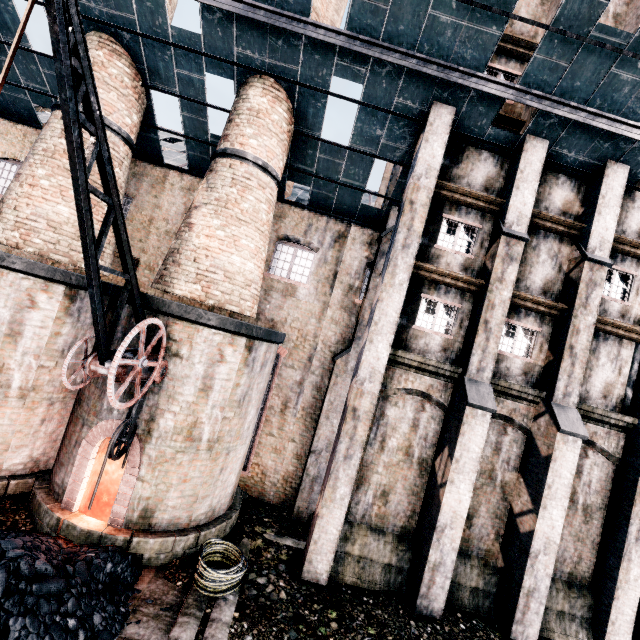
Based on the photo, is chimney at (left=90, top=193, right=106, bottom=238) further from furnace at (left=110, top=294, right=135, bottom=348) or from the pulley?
the pulley

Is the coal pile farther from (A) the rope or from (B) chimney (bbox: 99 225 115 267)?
(B) chimney (bbox: 99 225 115 267)

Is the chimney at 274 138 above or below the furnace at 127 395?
above

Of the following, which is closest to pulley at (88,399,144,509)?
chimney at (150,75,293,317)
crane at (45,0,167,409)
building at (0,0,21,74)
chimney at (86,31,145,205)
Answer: crane at (45,0,167,409)

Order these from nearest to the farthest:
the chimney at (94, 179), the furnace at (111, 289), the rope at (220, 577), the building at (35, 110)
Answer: the rope at (220, 577) < the furnace at (111, 289) < the chimney at (94, 179) < the building at (35, 110)

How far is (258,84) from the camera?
11.8m

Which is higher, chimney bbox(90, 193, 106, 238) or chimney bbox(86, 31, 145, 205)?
chimney bbox(86, 31, 145, 205)

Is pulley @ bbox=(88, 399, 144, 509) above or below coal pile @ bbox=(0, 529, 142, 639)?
above
